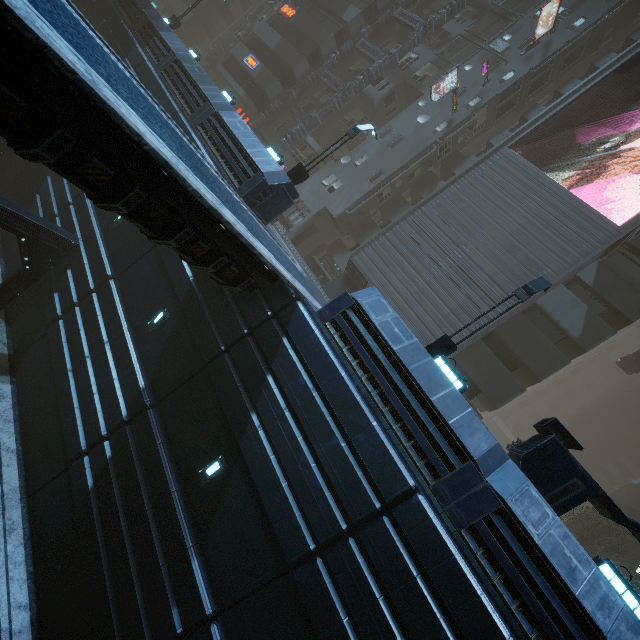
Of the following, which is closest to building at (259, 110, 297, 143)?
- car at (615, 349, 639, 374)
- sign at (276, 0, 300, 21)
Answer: sign at (276, 0, 300, 21)

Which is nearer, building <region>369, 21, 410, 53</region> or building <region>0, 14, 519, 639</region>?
building <region>0, 14, 519, 639</region>

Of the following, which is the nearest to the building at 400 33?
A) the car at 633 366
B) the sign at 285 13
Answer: the sign at 285 13

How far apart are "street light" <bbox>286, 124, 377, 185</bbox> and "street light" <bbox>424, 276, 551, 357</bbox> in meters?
9.7

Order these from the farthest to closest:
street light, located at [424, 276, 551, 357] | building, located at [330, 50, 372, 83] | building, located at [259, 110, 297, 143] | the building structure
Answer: building, located at [259, 110, 297, 143] < building, located at [330, 50, 372, 83] < the building structure < street light, located at [424, 276, 551, 357]

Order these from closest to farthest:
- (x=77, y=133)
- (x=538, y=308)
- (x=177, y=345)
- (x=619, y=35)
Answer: (x=77, y=133) → (x=177, y=345) → (x=538, y=308) → (x=619, y=35)

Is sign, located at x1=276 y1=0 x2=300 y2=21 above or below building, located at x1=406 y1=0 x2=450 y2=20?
below

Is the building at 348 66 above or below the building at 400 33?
below
